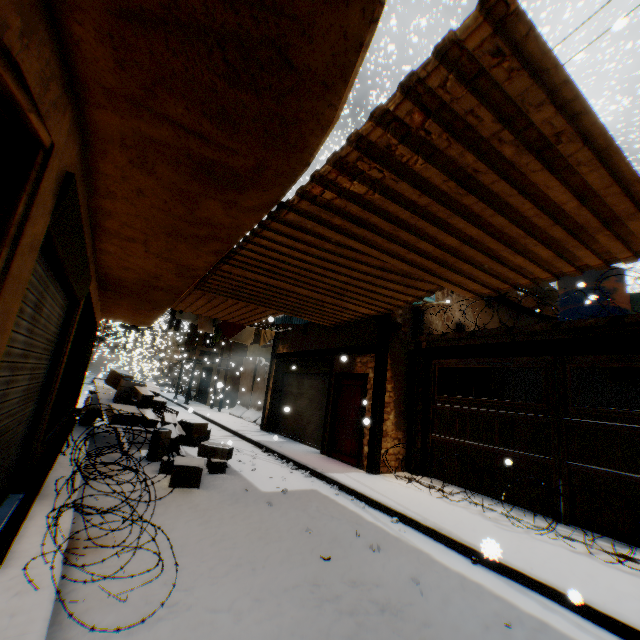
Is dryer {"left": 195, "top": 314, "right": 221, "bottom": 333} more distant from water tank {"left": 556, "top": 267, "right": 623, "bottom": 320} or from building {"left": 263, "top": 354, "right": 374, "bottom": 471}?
water tank {"left": 556, "top": 267, "right": 623, "bottom": 320}

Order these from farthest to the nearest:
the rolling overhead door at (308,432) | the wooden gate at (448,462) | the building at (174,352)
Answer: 1. the building at (174,352)
2. the rolling overhead door at (308,432)
3. the wooden gate at (448,462)

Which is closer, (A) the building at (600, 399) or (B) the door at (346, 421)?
(B) the door at (346, 421)

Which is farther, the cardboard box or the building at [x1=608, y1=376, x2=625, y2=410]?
the building at [x1=608, y1=376, x2=625, y2=410]

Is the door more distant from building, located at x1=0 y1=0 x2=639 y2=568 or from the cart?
the cart

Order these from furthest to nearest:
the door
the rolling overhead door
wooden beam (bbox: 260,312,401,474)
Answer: the rolling overhead door → the door → wooden beam (bbox: 260,312,401,474)

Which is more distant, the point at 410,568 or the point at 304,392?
the point at 304,392

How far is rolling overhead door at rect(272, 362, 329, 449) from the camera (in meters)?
10.91
